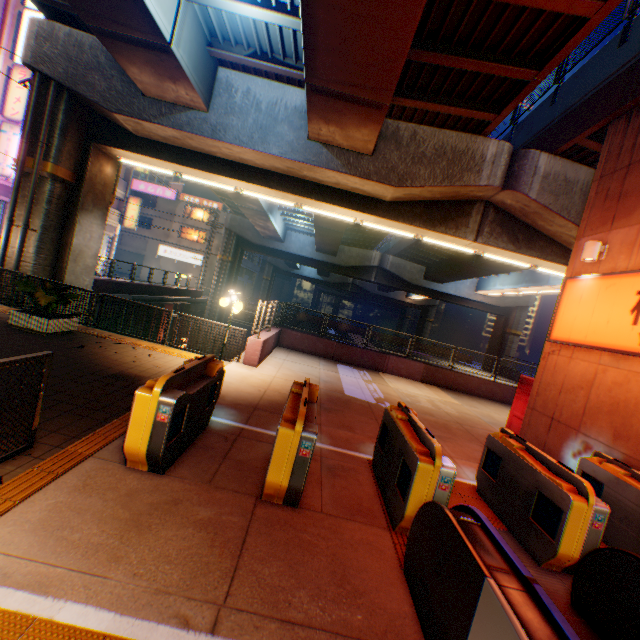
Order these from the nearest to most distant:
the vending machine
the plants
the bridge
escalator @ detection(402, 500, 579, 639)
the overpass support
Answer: escalator @ detection(402, 500, 579, 639), the overpass support, the plants, the vending machine, the bridge

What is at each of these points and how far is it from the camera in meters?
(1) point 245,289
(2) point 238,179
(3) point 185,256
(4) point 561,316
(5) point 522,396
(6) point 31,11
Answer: (1) building, 56.7 m
(2) overpass support, 11.7 m
(3) sign, 44.0 m
(4) sign, 7.8 m
(5) vending machine, 9.0 m
(6) sign, 20.0 m

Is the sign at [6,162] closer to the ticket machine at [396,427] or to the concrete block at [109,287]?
the concrete block at [109,287]

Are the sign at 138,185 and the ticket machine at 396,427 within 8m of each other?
no

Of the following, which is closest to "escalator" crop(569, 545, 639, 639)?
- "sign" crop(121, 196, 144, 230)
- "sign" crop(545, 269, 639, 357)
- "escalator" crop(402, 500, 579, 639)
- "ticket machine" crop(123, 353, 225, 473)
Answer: "escalator" crop(402, 500, 579, 639)

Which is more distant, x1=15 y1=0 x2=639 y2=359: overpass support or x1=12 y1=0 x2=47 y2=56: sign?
x1=12 y1=0 x2=47 y2=56: sign

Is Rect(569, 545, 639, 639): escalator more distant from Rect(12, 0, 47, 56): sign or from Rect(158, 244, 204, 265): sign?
Rect(158, 244, 204, 265): sign

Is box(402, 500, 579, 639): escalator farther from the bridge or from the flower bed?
the bridge
